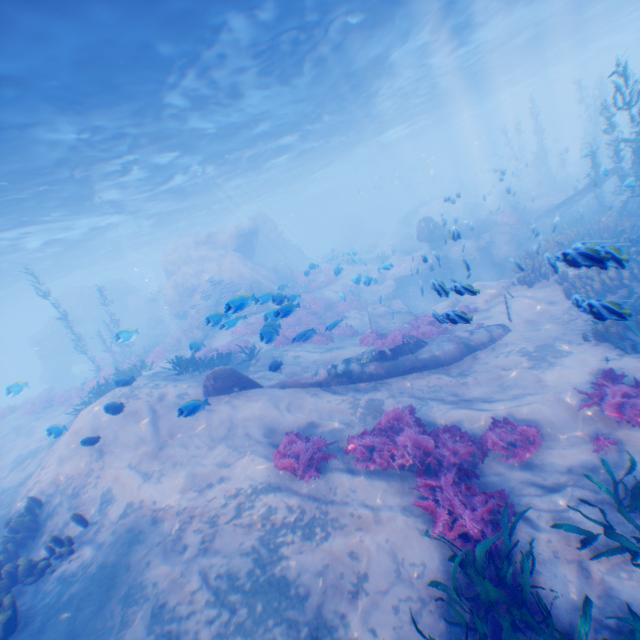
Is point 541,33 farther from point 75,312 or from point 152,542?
point 75,312

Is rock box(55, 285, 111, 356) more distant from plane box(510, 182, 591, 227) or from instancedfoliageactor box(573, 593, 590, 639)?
instancedfoliageactor box(573, 593, 590, 639)

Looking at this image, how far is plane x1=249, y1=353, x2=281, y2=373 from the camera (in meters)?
10.07

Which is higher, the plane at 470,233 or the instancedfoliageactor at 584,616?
the plane at 470,233

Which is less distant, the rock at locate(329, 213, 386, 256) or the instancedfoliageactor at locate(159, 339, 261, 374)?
the instancedfoliageactor at locate(159, 339, 261, 374)

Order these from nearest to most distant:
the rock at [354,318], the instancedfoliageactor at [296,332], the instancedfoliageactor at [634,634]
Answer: the instancedfoliageactor at [634,634] < the instancedfoliageactor at [296,332] < the rock at [354,318]

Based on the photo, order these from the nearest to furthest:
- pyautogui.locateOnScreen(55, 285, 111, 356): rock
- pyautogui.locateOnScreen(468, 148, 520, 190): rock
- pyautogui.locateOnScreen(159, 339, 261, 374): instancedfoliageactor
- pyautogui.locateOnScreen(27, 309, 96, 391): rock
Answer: pyautogui.locateOnScreen(159, 339, 261, 374): instancedfoliageactor, pyautogui.locateOnScreen(468, 148, 520, 190): rock, pyautogui.locateOnScreen(27, 309, 96, 391): rock, pyautogui.locateOnScreen(55, 285, 111, 356): rock

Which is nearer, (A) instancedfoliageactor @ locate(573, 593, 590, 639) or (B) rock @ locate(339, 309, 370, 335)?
(A) instancedfoliageactor @ locate(573, 593, 590, 639)
